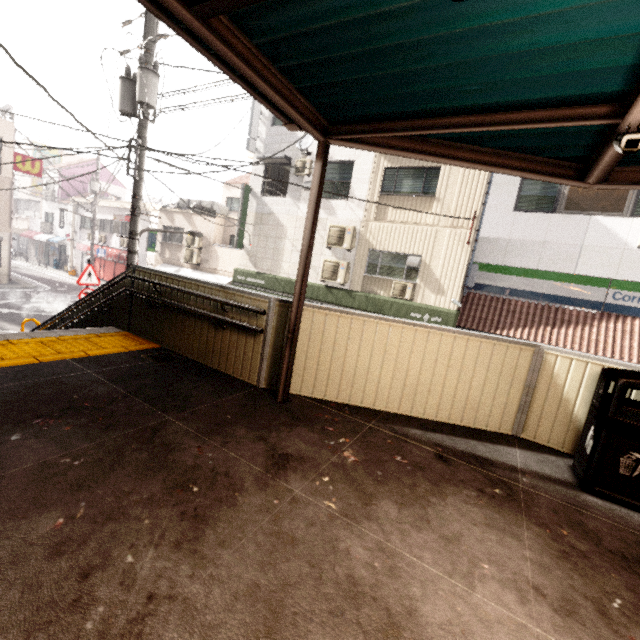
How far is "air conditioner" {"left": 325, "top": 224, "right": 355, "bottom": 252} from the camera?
12.2 meters

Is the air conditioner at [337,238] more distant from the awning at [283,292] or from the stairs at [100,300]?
the stairs at [100,300]

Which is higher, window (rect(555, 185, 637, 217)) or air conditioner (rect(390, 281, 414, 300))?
window (rect(555, 185, 637, 217))

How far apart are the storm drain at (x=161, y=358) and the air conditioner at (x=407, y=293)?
8.5m

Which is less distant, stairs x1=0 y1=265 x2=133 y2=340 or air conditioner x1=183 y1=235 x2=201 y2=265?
stairs x1=0 y1=265 x2=133 y2=340

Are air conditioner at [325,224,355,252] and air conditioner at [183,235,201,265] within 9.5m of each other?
yes

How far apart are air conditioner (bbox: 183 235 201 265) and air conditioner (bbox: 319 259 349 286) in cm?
838

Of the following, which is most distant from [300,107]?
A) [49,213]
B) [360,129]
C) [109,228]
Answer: [49,213]
